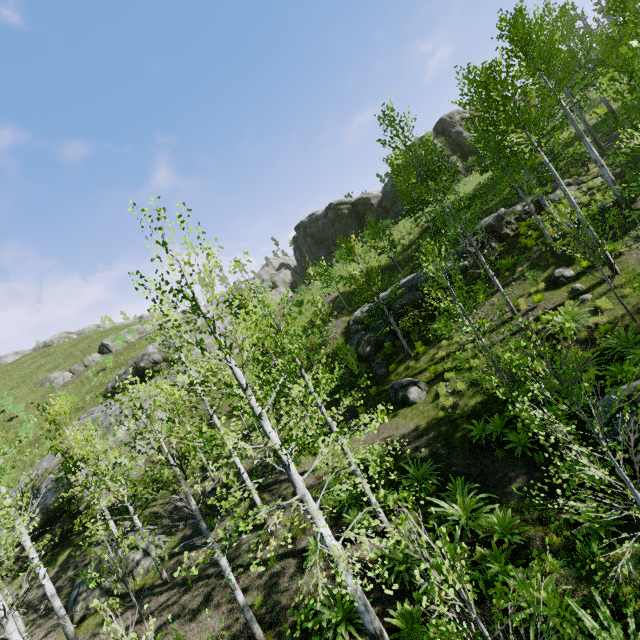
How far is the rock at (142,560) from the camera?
13.5m

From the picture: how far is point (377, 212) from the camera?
40.9m

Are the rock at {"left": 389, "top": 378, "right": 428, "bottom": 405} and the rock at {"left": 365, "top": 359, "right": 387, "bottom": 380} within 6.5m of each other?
yes

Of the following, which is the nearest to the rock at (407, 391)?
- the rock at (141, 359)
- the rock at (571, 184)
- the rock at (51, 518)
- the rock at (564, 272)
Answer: the rock at (571, 184)

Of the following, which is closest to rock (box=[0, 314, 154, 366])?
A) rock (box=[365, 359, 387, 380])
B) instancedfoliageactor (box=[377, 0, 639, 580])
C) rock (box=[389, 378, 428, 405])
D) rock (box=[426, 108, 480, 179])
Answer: rock (box=[426, 108, 480, 179])

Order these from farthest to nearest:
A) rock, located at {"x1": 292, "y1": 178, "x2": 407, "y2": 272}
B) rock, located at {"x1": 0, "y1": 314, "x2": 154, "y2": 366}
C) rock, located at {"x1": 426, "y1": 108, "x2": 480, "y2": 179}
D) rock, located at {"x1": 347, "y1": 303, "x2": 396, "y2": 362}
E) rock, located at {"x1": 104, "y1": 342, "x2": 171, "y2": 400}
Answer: rock, located at {"x1": 0, "y1": 314, "x2": 154, "y2": 366} < rock, located at {"x1": 292, "y1": 178, "x2": 407, "y2": 272} < rock, located at {"x1": 426, "y1": 108, "x2": 480, "y2": 179} < rock, located at {"x1": 104, "y1": 342, "x2": 171, "y2": 400} < rock, located at {"x1": 347, "y1": 303, "x2": 396, "y2": 362}

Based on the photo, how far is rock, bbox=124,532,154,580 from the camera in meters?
13.5

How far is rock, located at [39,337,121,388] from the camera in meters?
34.9
